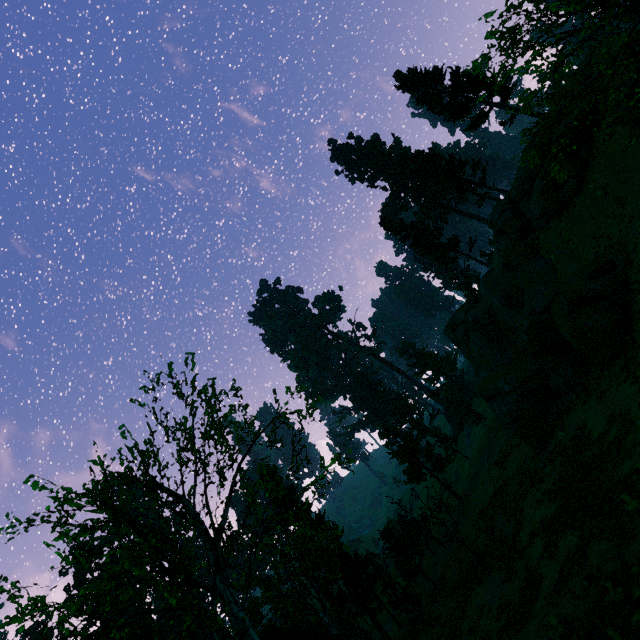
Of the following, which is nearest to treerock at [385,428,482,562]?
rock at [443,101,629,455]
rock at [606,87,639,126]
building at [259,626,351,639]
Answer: building at [259,626,351,639]

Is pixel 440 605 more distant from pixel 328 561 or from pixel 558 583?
pixel 558 583

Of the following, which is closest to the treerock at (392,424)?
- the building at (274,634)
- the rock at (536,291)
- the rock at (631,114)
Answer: the building at (274,634)

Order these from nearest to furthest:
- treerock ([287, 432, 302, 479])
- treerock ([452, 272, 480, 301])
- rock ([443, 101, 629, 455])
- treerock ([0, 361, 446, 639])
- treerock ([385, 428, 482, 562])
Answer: treerock ([0, 361, 446, 639]), treerock ([287, 432, 302, 479]), rock ([443, 101, 629, 455]), treerock ([385, 428, 482, 562]), treerock ([452, 272, 480, 301])

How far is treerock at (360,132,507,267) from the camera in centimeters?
3909cm

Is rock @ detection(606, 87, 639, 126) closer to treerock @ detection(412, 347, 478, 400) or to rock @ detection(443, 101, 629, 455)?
rock @ detection(443, 101, 629, 455)

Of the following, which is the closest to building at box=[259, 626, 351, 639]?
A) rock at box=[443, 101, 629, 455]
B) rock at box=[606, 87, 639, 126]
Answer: rock at box=[443, 101, 629, 455]

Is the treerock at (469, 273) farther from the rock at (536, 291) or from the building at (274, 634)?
the rock at (536, 291)
